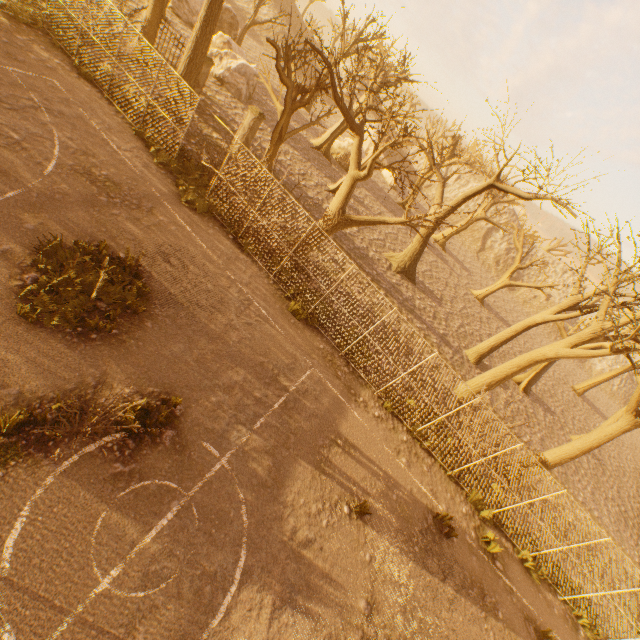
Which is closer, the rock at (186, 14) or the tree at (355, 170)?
the tree at (355, 170)

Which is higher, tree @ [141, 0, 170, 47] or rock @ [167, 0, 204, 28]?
tree @ [141, 0, 170, 47]

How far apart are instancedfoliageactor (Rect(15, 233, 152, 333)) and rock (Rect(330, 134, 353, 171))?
29.20m

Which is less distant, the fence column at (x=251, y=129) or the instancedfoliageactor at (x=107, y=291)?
the instancedfoliageactor at (x=107, y=291)

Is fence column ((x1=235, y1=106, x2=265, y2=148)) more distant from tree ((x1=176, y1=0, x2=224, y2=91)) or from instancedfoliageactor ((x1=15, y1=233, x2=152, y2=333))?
instancedfoliageactor ((x1=15, y1=233, x2=152, y2=333))

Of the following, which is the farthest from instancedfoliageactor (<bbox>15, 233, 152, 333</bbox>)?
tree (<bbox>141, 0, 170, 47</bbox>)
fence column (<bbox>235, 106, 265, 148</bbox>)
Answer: fence column (<bbox>235, 106, 265, 148</bbox>)

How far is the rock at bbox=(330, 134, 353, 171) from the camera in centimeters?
3153cm

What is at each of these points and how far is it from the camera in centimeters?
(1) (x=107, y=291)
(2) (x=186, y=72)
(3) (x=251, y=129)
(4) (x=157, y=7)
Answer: (1) instancedfoliageactor, 771cm
(2) tree, 1422cm
(3) fence column, 1650cm
(4) tree, 1534cm
